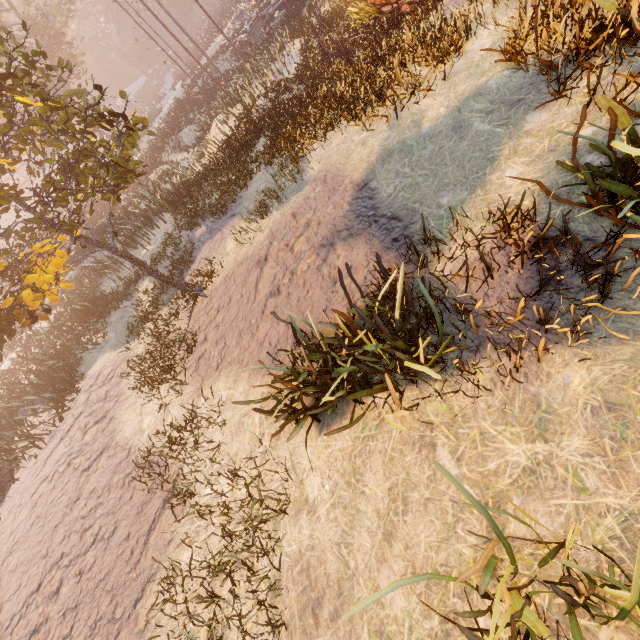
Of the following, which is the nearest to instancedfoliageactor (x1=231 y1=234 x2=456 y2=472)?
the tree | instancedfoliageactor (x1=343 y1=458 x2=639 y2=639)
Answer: instancedfoliageactor (x1=343 y1=458 x2=639 y2=639)

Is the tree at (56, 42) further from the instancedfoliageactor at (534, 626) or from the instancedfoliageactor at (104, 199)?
the instancedfoliageactor at (534, 626)

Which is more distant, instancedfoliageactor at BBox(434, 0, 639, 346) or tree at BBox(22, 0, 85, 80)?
tree at BBox(22, 0, 85, 80)

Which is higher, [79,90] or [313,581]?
[79,90]

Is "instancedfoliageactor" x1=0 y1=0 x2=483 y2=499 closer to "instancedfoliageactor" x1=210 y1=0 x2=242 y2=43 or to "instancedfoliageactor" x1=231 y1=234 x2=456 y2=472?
"instancedfoliageactor" x1=231 y1=234 x2=456 y2=472

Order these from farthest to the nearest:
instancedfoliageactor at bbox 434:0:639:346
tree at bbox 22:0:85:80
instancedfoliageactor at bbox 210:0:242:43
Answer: instancedfoliageactor at bbox 210:0:242:43 → tree at bbox 22:0:85:80 → instancedfoliageactor at bbox 434:0:639:346

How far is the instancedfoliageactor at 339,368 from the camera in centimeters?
362cm

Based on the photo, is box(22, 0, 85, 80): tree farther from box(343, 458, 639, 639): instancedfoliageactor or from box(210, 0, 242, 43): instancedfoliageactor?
box(343, 458, 639, 639): instancedfoliageactor
